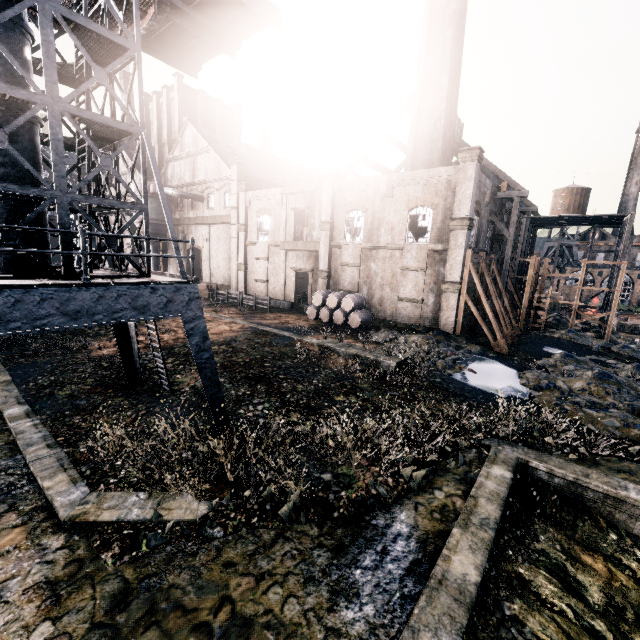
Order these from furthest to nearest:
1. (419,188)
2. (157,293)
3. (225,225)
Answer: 1. (225,225)
2. (419,188)
3. (157,293)

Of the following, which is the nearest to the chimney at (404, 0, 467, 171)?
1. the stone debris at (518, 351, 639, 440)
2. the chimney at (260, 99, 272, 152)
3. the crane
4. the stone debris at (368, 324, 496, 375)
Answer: the stone debris at (368, 324, 496, 375)

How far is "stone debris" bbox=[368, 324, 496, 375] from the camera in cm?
1873

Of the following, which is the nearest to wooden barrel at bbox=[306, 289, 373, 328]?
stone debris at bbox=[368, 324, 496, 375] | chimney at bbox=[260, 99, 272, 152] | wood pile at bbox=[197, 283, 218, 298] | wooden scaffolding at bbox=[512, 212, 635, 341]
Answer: stone debris at bbox=[368, 324, 496, 375]

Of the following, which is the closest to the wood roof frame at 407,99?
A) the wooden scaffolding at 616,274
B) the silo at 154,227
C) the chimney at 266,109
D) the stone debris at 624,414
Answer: the wooden scaffolding at 616,274

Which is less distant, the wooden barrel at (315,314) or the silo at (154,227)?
the wooden barrel at (315,314)

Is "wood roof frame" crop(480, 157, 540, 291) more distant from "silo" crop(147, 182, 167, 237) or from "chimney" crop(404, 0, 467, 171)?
"silo" crop(147, 182, 167, 237)

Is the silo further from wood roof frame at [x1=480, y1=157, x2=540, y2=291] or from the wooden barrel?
the wooden barrel
